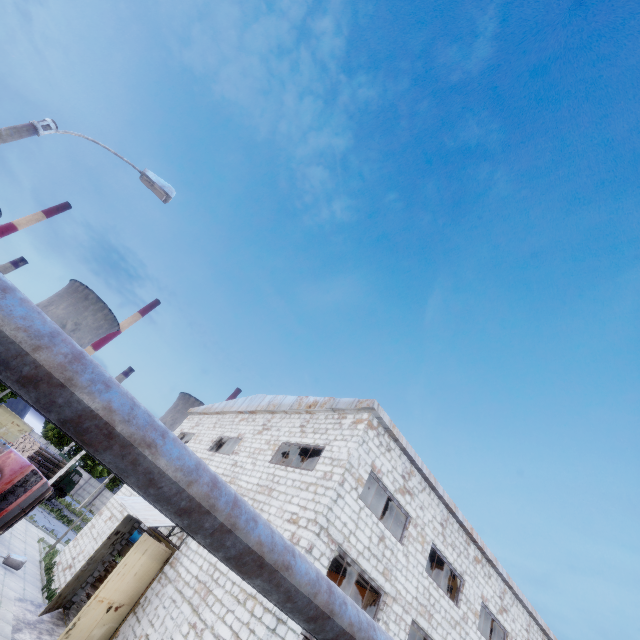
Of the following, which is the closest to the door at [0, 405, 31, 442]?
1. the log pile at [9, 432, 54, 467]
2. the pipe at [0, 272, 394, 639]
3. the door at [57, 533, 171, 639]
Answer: the log pile at [9, 432, 54, 467]

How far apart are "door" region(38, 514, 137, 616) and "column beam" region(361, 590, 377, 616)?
10.4 meters

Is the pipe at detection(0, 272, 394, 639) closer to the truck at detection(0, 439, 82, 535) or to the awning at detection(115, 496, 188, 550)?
the awning at detection(115, 496, 188, 550)

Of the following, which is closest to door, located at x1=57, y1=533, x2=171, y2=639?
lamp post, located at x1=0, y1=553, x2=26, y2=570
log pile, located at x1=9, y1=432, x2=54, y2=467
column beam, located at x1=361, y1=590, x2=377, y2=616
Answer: column beam, located at x1=361, y1=590, x2=377, y2=616

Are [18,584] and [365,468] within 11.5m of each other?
no

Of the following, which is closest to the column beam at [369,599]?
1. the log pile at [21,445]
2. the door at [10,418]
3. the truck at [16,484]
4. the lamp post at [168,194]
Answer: the lamp post at [168,194]

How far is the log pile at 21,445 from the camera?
32.6 meters

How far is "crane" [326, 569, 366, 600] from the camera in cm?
2378
